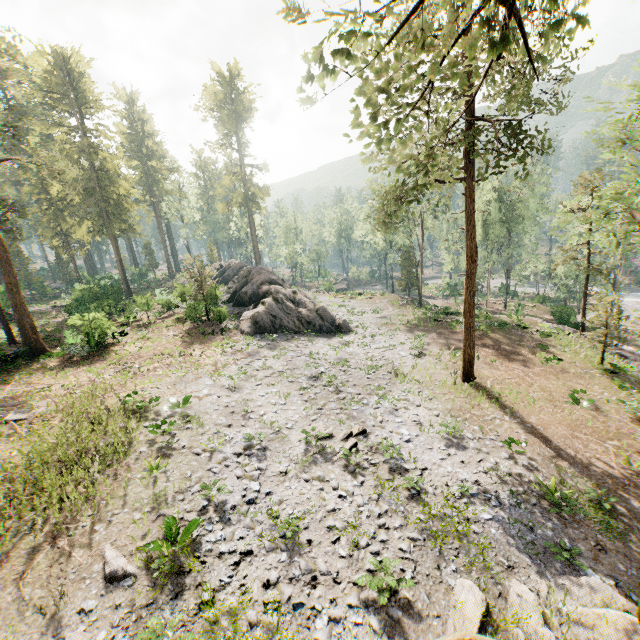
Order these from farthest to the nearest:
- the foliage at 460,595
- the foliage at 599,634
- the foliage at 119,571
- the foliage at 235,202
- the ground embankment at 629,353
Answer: the foliage at 235,202, the ground embankment at 629,353, the foliage at 119,571, the foliage at 599,634, the foliage at 460,595

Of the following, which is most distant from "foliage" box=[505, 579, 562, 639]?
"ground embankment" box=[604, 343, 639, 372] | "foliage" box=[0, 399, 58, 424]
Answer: "foliage" box=[0, 399, 58, 424]

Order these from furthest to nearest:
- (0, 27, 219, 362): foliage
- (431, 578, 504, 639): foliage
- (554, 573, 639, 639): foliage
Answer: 1. (0, 27, 219, 362): foliage
2. (554, 573, 639, 639): foliage
3. (431, 578, 504, 639): foliage

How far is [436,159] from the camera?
5.4 meters

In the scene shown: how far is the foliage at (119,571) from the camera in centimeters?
856cm

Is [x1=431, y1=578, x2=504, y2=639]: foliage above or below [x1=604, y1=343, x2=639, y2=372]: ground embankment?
above

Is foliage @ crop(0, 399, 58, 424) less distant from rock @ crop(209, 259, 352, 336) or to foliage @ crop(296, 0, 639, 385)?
foliage @ crop(296, 0, 639, 385)
